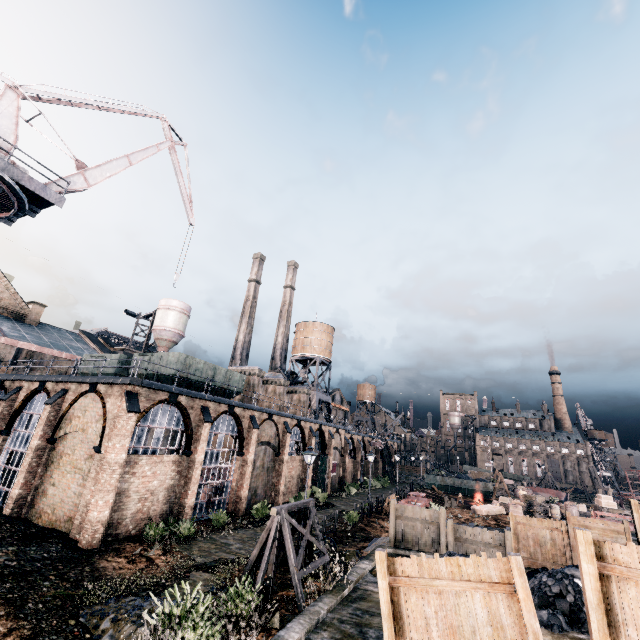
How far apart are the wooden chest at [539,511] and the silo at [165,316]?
49.9m

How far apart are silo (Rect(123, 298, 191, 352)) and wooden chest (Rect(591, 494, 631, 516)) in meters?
57.5 m

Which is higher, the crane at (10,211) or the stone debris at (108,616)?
the crane at (10,211)

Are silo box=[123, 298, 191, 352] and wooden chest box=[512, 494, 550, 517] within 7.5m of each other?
no

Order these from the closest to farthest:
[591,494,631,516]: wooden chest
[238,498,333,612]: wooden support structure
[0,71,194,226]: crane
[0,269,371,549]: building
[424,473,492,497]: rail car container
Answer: [238,498,333,612]: wooden support structure, [0,269,371,549]: building, [0,71,194,226]: crane, [591,494,631,516]: wooden chest, [424,473,492,497]: rail car container

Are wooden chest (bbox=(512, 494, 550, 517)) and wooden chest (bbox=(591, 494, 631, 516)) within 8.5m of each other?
yes

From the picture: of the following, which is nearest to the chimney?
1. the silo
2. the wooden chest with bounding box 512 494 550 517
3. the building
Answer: the building

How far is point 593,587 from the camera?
4.2m
